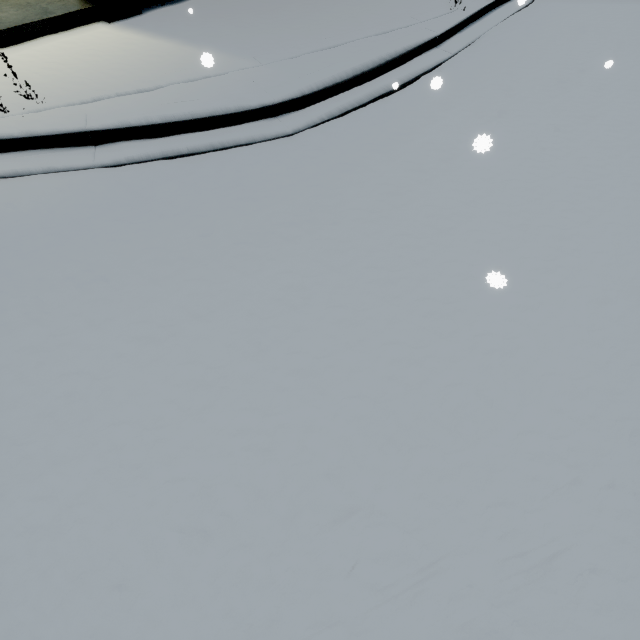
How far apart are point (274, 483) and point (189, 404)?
0.9 meters
